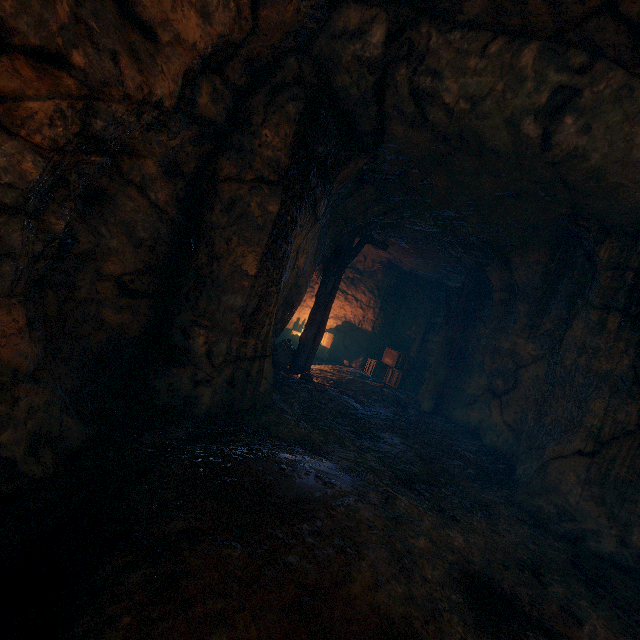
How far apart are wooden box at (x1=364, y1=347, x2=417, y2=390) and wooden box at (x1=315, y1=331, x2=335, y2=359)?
1.6m

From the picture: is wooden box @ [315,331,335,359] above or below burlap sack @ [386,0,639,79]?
below

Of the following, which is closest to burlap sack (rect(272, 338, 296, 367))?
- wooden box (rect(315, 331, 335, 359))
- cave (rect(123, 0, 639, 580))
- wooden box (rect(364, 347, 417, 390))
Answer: cave (rect(123, 0, 639, 580))

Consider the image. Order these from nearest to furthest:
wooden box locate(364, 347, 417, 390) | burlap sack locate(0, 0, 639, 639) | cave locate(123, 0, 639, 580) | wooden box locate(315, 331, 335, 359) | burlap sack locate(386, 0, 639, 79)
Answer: burlap sack locate(0, 0, 639, 639) < burlap sack locate(386, 0, 639, 79) < cave locate(123, 0, 639, 580) < wooden box locate(364, 347, 417, 390) < wooden box locate(315, 331, 335, 359)

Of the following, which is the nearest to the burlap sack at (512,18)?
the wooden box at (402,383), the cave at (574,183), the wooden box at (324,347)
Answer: the cave at (574,183)

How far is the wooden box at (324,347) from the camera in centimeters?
1282cm

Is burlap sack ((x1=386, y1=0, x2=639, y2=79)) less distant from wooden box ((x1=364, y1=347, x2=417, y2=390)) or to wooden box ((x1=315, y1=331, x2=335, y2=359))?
wooden box ((x1=364, y1=347, x2=417, y2=390))

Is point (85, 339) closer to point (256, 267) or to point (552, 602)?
point (256, 267)
